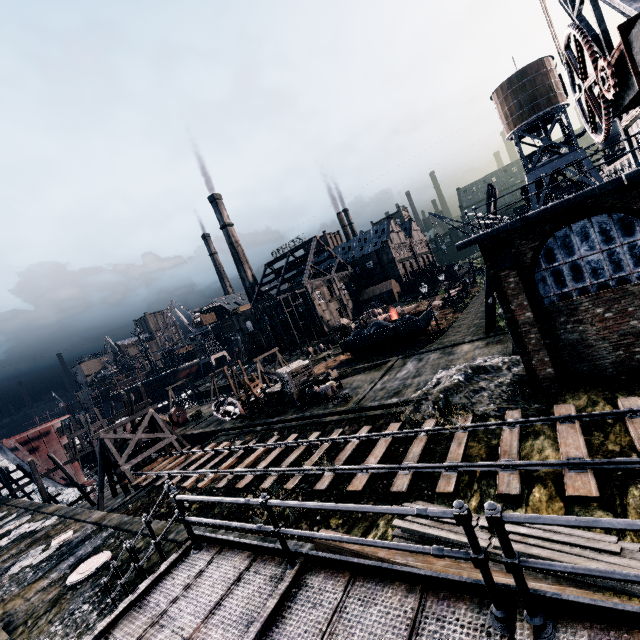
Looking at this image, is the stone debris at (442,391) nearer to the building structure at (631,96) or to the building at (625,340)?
the building at (625,340)

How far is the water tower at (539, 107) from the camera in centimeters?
3812cm

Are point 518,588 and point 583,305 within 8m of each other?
no

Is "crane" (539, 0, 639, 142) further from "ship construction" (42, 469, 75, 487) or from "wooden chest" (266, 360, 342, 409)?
"ship construction" (42, 469, 75, 487)

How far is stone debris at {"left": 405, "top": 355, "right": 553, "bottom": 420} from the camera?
14.91m

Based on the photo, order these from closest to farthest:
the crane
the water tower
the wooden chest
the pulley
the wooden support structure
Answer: the crane, the wooden support structure, the wooden chest, the water tower, the pulley

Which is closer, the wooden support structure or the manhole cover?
the manhole cover

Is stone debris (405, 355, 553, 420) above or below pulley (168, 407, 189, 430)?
below
